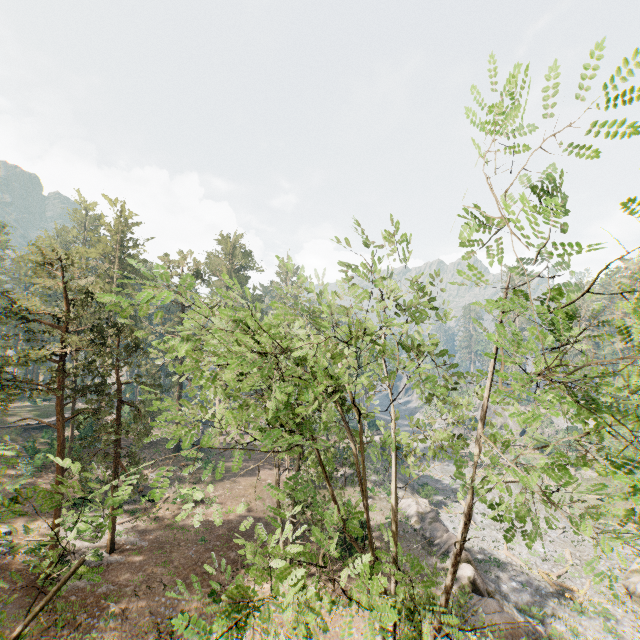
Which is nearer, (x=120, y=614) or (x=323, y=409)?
(x=323, y=409)

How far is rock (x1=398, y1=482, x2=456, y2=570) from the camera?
24.4m

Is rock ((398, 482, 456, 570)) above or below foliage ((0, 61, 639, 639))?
below

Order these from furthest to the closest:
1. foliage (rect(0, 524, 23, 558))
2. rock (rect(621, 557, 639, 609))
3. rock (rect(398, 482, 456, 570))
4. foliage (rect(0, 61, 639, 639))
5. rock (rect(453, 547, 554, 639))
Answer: rock (rect(621, 557, 639, 609))
rock (rect(398, 482, 456, 570))
rock (rect(453, 547, 554, 639))
foliage (rect(0, 524, 23, 558))
foliage (rect(0, 61, 639, 639))

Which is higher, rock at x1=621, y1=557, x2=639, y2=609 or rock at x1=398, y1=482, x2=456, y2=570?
rock at x1=398, y1=482, x2=456, y2=570

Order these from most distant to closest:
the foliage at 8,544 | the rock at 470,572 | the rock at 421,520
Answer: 1. the rock at 421,520
2. the rock at 470,572
3. the foliage at 8,544

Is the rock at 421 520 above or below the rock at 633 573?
above
